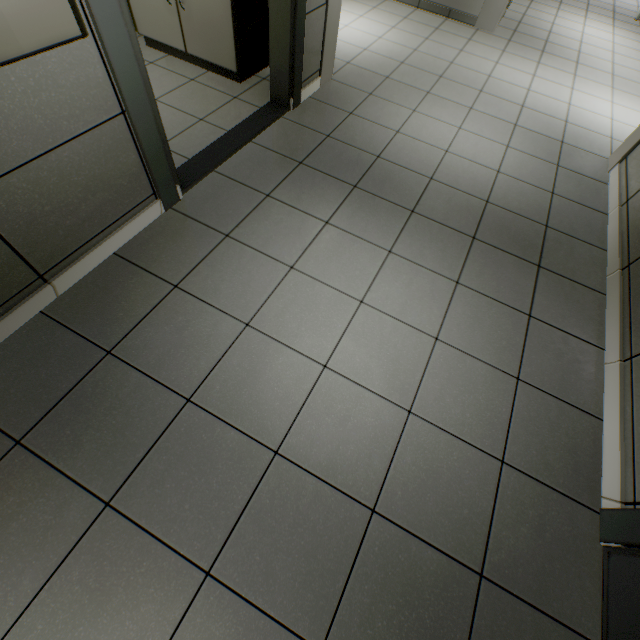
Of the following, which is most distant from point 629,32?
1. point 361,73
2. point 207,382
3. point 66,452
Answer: point 66,452

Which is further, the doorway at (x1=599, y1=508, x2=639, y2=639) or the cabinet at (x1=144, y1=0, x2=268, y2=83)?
the cabinet at (x1=144, y1=0, x2=268, y2=83)

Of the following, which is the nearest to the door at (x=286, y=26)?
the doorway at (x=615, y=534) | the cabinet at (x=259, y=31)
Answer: the cabinet at (x=259, y=31)

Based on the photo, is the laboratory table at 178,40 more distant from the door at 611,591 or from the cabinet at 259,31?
the door at 611,591

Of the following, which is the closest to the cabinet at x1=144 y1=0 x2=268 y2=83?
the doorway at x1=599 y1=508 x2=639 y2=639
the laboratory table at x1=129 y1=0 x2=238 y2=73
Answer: the laboratory table at x1=129 y1=0 x2=238 y2=73

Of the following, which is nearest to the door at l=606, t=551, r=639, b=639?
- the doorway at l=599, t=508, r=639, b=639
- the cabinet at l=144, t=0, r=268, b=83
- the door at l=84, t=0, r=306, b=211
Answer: the doorway at l=599, t=508, r=639, b=639

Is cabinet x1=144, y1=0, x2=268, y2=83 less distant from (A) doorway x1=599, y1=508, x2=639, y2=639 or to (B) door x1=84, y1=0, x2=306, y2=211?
(B) door x1=84, y1=0, x2=306, y2=211
